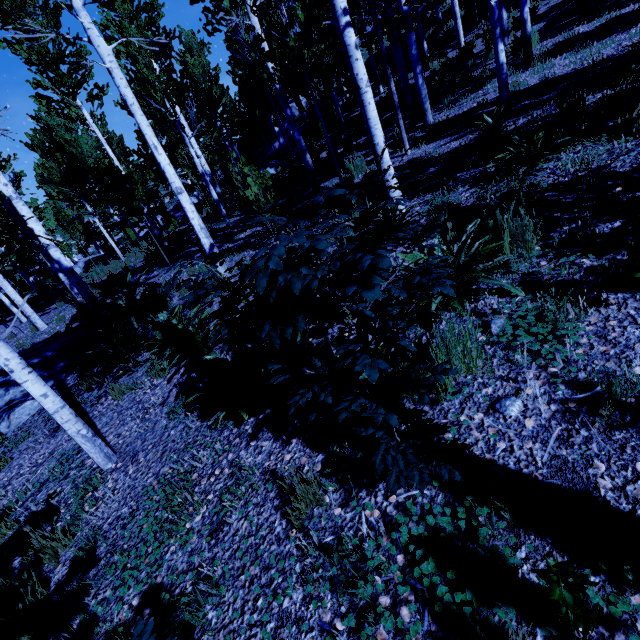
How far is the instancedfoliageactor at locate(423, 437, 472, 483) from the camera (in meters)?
1.61

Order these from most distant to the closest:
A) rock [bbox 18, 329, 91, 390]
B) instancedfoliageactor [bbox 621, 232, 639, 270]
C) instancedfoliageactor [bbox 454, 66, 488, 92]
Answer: instancedfoliageactor [bbox 454, 66, 488, 92]
rock [bbox 18, 329, 91, 390]
instancedfoliageactor [bbox 621, 232, 639, 270]

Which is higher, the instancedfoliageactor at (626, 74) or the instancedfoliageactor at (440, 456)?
the instancedfoliageactor at (626, 74)

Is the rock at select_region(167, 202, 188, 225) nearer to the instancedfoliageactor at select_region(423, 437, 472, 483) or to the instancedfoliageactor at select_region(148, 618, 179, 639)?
the instancedfoliageactor at select_region(148, 618, 179, 639)

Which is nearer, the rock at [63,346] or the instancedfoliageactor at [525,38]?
the instancedfoliageactor at [525,38]

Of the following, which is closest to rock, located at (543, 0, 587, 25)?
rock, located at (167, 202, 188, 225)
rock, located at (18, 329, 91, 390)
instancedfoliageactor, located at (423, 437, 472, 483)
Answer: instancedfoliageactor, located at (423, 437, 472, 483)

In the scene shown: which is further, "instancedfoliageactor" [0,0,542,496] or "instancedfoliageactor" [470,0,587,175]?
"instancedfoliageactor" [470,0,587,175]

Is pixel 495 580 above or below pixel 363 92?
below
